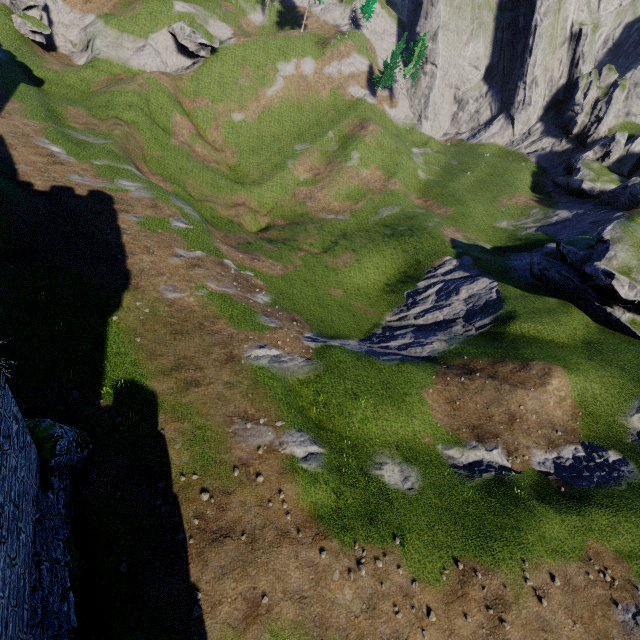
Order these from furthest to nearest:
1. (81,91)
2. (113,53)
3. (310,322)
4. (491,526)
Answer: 1. (113,53)
2. (81,91)
3. (310,322)
4. (491,526)
